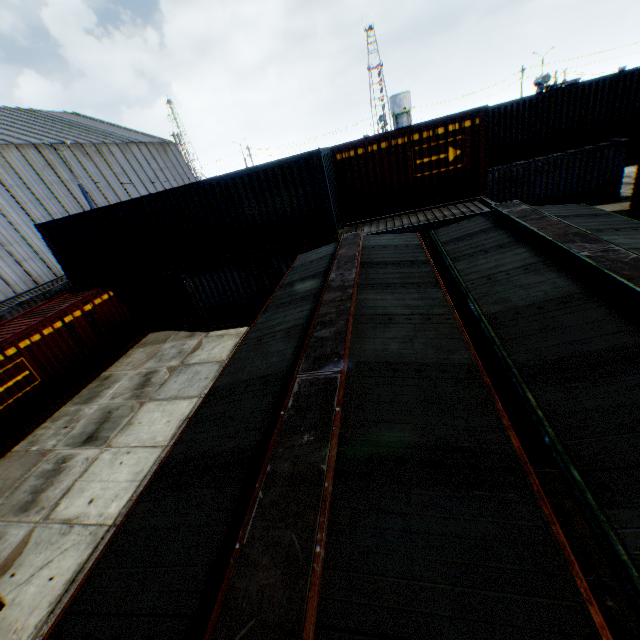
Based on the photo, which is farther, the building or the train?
the building

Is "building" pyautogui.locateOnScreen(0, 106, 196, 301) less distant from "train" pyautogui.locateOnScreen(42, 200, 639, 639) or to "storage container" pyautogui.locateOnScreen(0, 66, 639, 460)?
"storage container" pyautogui.locateOnScreen(0, 66, 639, 460)

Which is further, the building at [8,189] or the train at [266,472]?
the building at [8,189]

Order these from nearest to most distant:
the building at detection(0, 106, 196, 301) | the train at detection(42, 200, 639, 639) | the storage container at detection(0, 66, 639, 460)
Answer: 1. the train at detection(42, 200, 639, 639)
2. the storage container at detection(0, 66, 639, 460)
3. the building at detection(0, 106, 196, 301)

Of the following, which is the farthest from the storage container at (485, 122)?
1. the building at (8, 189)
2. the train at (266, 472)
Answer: the building at (8, 189)

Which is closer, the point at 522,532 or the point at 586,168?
the point at 522,532

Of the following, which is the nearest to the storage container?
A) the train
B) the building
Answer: the train
